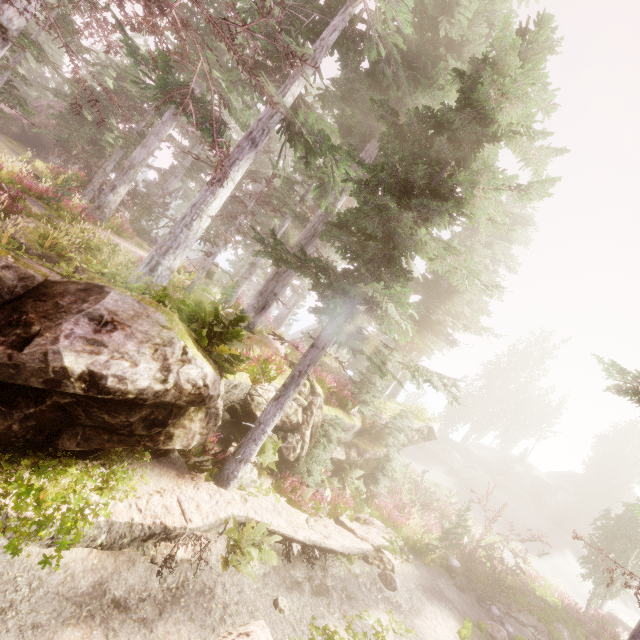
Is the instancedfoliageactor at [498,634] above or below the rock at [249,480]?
below

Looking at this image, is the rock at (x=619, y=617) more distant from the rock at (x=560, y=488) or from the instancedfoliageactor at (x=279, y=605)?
the rock at (x=560, y=488)

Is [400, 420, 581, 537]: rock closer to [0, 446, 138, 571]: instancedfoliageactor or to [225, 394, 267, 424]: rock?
[0, 446, 138, 571]: instancedfoliageactor

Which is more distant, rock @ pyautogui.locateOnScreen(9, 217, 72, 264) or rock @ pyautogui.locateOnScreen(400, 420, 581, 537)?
rock @ pyautogui.locateOnScreen(400, 420, 581, 537)

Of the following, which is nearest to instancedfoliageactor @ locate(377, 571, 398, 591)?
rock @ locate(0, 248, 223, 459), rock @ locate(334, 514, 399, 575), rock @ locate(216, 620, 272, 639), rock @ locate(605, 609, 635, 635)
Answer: rock @ locate(0, 248, 223, 459)

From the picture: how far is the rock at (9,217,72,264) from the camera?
10.02m

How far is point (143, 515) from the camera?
6.7 meters

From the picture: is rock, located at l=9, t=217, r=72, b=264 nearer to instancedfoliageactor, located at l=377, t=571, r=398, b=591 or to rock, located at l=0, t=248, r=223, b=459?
instancedfoliageactor, located at l=377, t=571, r=398, b=591
